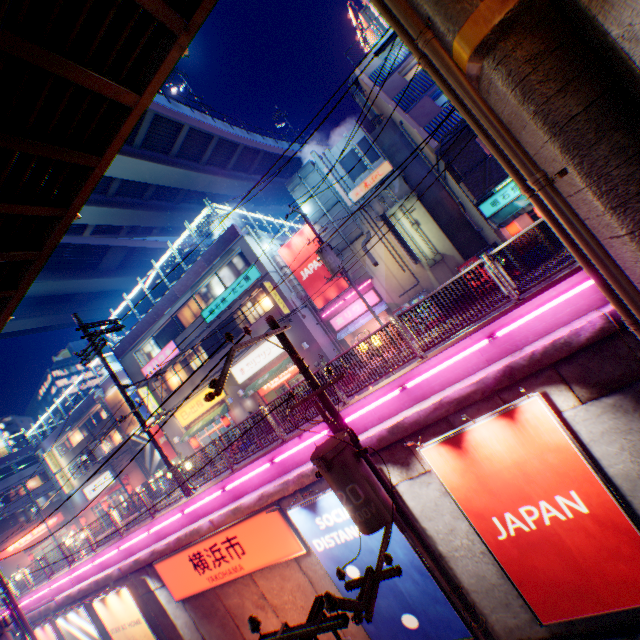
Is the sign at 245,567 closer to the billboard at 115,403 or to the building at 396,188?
the building at 396,188

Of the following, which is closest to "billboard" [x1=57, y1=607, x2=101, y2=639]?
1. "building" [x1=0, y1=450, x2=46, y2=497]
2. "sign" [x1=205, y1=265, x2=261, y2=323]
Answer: "sign" [x1=205, y1=265, x2=261, y2=323]

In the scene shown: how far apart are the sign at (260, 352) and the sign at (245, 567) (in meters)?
11.78

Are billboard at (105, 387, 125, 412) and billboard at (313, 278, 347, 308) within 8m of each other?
no

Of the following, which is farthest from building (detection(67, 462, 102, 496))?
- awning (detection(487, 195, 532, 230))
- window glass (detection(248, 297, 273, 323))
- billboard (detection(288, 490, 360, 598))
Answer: awning (detection(487, 195, 532, 230))

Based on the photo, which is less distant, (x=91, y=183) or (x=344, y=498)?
(x=344, y=498)

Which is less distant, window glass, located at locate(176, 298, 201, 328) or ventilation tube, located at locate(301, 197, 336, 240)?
ventilation tube, located at locate(301, 197, 336, 240)

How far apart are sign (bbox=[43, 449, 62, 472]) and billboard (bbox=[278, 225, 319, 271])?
38.28m
